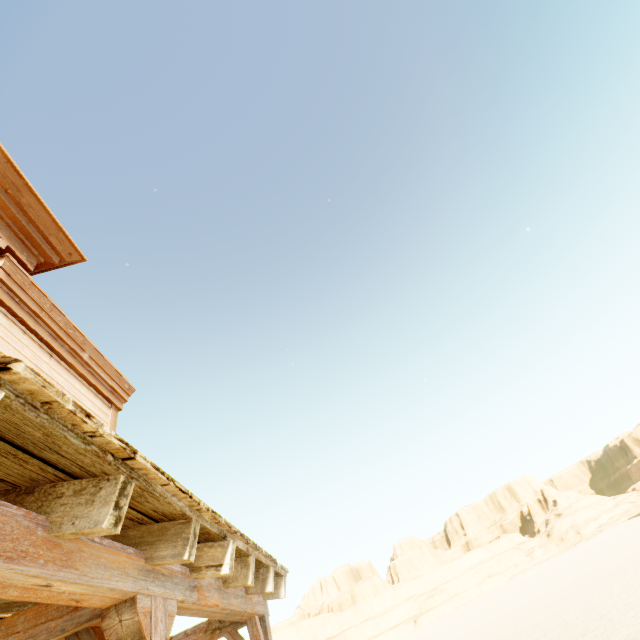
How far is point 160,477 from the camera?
1.4m
